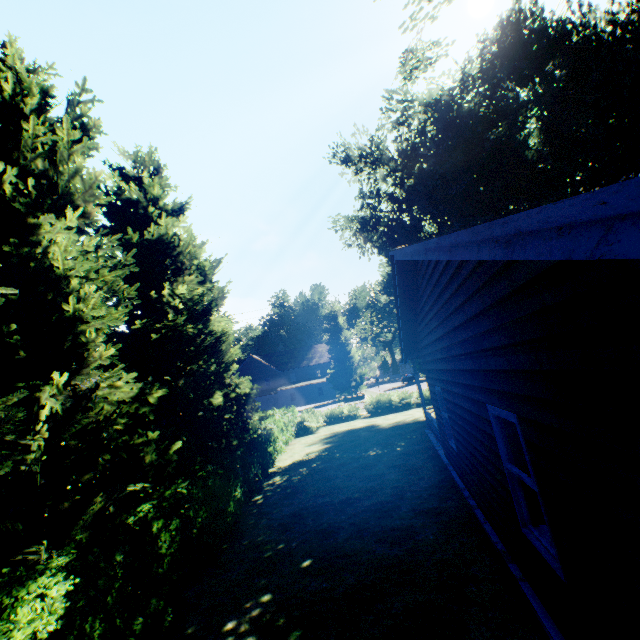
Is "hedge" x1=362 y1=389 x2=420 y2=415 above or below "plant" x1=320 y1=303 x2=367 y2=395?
below

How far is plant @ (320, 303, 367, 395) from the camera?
51.3 meters

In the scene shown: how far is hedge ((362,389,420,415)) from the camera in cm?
2537

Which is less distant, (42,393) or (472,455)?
(42,393)

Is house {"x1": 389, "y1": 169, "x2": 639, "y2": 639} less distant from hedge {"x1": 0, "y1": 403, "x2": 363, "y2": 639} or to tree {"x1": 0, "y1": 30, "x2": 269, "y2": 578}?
tree {"x1": 0, "y1": 30, "x2": 269, "y2": 578}

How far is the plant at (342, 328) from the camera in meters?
51.3 m

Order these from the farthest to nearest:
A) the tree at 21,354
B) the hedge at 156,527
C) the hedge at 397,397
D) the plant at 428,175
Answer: the hedge at 397,397, the plant at 428,175, the tree at 21,354, the hedge at 156,527

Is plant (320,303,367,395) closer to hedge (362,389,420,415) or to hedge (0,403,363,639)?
hedge (362,389,420,415)
